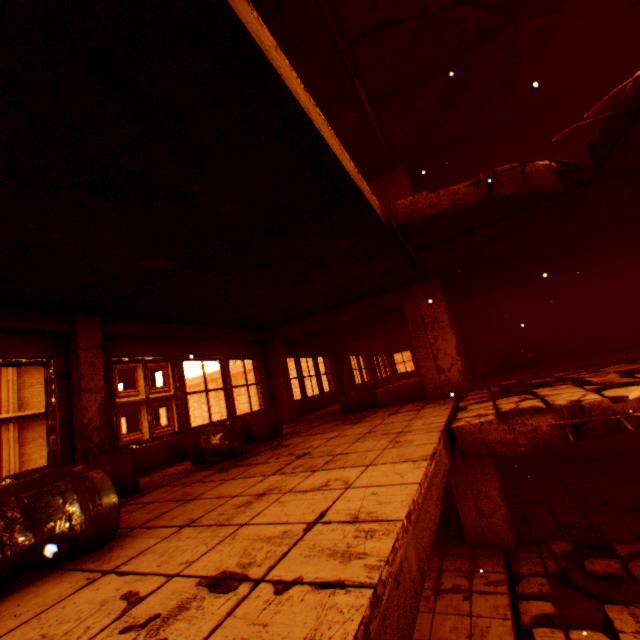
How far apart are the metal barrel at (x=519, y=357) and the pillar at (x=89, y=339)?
10.42m

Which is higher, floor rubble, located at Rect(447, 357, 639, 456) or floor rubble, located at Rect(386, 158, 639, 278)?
floor rubble, located at Rect(386, 158, 639, 278)

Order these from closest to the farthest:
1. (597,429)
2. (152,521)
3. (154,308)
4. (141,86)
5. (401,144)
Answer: (141,86)
(152,521)
(597,429)
(154,308)
(401,144)

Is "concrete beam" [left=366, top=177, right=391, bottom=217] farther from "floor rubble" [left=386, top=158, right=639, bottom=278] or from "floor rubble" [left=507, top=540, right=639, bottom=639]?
"floor rubble" [left=507, top=540, right=639, bottom=639]

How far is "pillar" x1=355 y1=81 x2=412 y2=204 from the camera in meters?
8.0 m

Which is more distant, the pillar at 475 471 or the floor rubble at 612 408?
the pillar at 475 471

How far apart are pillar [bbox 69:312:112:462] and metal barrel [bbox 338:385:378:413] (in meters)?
4.80

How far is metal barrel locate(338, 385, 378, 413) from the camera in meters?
7.9 m
